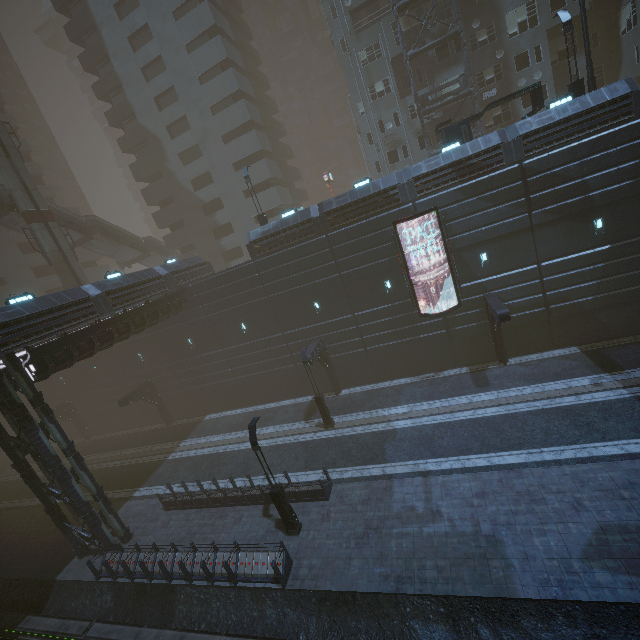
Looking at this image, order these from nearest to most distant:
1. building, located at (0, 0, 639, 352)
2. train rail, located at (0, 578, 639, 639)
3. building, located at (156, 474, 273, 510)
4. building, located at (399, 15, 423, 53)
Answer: train rail, located at (0, 578, 639, 639)
building, located at (156, 474, 273, 510)
building, located at (0, 0, 639, 352)
building, located at (399, 15, 423, 53)

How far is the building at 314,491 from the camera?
15.8m

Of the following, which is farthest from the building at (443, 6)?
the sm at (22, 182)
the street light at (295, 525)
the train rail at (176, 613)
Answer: the sm at (22, 182)

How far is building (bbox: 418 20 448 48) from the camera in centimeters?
2661cm

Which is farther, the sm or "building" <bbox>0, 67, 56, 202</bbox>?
"building" <bbox>0, 67, 56, 202</bbox>

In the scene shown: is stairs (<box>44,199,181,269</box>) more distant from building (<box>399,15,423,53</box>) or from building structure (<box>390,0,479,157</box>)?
building structure (<box>390,0,479,157</box>)

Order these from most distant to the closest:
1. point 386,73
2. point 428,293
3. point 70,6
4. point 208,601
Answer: point 70,6, point 386,73, point 428,293, point 208,601
